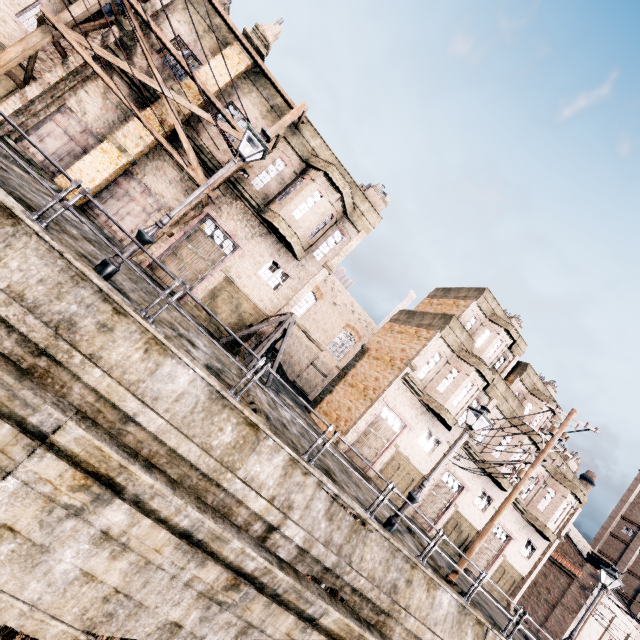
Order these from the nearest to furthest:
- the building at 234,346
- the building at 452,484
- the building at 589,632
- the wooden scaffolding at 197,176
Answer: the wooden scaffolding at 197,176 → the building at 234,346 → the building at 452,484 → the building at 589,632

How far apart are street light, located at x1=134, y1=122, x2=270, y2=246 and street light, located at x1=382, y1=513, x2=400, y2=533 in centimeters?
1134cm

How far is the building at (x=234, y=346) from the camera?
18.31m

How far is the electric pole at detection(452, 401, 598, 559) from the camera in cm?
1309

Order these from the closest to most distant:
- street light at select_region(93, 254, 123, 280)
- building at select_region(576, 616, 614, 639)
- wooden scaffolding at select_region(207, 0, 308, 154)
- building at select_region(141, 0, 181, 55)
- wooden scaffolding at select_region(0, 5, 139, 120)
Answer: street light at select_region(93, 254, 123, 280) → wooden scaffolding at select_region(0, 5, 139, 120) → building at select_region(141, 0, 181, 55) → wooden scaffolding at select_region(207, 0, 308, 154) → building at select_region(576, 616, 614, 639)

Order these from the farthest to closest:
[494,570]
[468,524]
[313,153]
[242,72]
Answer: [494,570] → [468,524] → [313,153] → [242,72]

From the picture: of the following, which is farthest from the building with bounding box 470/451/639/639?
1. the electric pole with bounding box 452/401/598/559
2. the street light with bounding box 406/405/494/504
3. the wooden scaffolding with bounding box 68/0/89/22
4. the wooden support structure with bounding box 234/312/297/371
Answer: the wooden scaffolding with bounding box 68/0/89/22

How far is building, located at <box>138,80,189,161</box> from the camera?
15.9 meters
